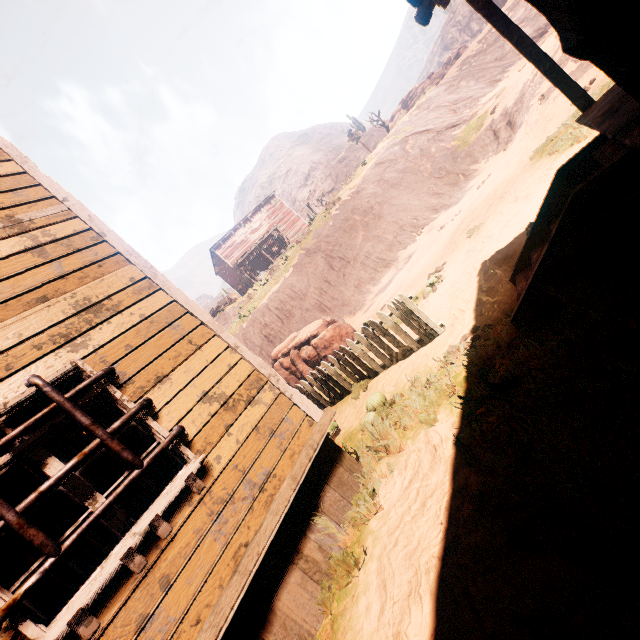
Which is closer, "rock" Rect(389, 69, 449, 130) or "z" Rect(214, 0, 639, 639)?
"z" Rect(214, 0, 639, 639)

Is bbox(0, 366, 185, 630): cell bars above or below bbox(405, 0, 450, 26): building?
below

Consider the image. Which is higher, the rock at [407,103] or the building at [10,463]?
the rock at [407,103]

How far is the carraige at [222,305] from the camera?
28.9 meters

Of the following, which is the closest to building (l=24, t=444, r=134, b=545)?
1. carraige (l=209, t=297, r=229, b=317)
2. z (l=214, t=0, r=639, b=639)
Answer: z (l=214, t=0, r=639, b=639)

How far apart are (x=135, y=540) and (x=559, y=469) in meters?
3.2 m

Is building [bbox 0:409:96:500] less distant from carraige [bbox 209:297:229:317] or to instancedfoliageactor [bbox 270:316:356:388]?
carraige [bbox 209:297:229:317]

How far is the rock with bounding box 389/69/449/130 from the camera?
27.8m
